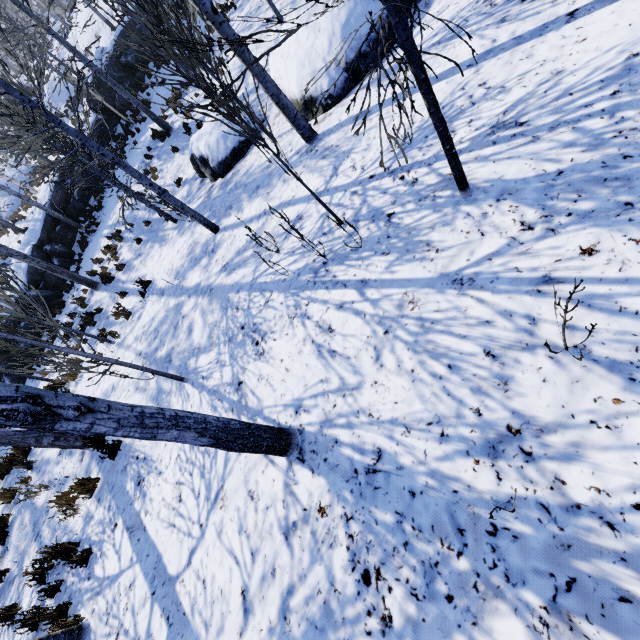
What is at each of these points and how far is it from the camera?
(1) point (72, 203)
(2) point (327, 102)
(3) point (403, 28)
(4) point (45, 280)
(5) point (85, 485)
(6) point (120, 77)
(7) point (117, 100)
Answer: (1) rock, 17.80m
(2) rock, 6.93m
(3) instancedfoliageactor, 2.17m
(4) rock, 16.05m
(5) instancedfoliageactor, 5.79m
(6) rock, 18.08m
(7) rock, 18.28m

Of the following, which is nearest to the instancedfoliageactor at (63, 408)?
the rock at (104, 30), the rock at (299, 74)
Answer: the rock at (104, 30)

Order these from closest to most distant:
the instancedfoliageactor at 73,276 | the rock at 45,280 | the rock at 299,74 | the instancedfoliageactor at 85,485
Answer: the instancedfoliageactor at 85,485 < the rock at 299,74 < the instancedfoliageactor at 73,276 < the rock at 45,280

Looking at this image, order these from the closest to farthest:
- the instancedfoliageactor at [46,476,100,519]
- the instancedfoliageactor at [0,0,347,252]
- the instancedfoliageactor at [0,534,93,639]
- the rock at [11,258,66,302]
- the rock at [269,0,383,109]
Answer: the instancedfoliageactor at [0,0,347,252] < the instancedfoliageactor at [0,534,93,639] < the instancedfoliageactor at [46,476,100,519] < the rock at [269,0,383,109] < the rock at [11,258,66,302]

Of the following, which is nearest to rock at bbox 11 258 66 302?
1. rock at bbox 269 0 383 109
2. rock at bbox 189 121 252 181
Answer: rock at bbox 189 121 252 181

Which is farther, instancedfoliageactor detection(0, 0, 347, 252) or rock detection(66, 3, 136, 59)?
rock detection(66, 3, 136, 59)

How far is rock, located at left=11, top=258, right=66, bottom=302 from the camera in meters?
15.6 m
